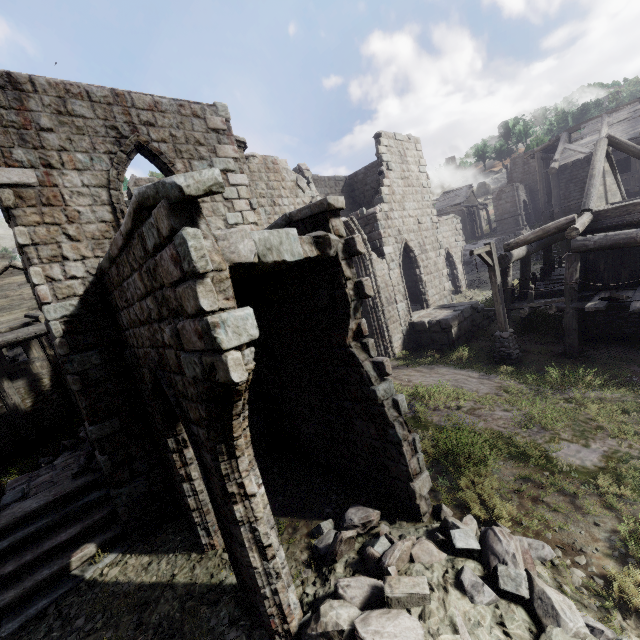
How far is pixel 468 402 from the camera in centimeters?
1026cm

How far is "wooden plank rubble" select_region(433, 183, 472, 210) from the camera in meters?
50.5 m

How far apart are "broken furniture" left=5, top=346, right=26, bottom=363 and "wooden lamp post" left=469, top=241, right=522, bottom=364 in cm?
2552

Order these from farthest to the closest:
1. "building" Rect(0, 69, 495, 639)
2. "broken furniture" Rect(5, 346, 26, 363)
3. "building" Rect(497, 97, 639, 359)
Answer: "broken furniture" Rect(5, 346, 26, 363) < "building" Rect(497, 97, 639, 359) < "building" Rect(0, 69, 495, 639)

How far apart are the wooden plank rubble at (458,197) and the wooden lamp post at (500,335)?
43.15m

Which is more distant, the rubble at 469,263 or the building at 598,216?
the rubble at 469,263

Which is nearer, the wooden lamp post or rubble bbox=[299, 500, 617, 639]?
rubble bbox=[299, 500, 617, 639]

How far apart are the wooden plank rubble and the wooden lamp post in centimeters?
4315cm
